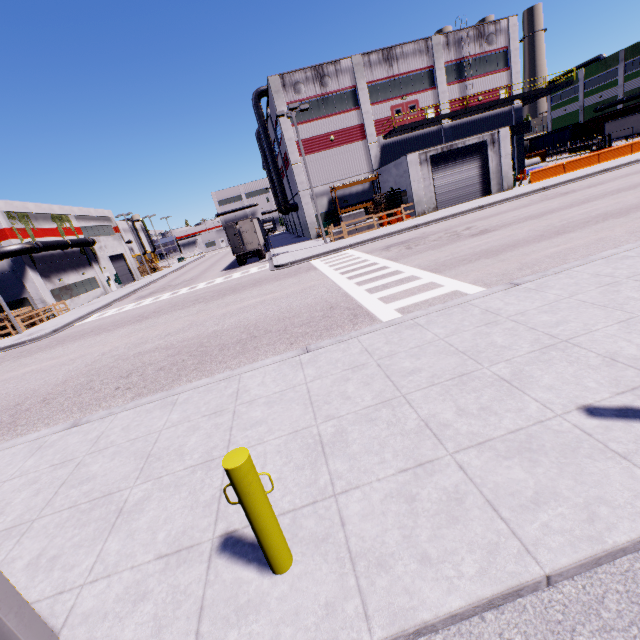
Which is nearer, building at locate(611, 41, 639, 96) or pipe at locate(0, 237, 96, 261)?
pipe at locate(0, 237, 96, 261)

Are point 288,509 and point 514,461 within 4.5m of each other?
yes

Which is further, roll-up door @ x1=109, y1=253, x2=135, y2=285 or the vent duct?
roll-up door @ x1=109, y1=253, x2=135, y2=285

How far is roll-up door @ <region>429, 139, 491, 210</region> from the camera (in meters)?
26.33

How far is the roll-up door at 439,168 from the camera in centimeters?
2633cm

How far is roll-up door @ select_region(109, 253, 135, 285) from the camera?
46.3m

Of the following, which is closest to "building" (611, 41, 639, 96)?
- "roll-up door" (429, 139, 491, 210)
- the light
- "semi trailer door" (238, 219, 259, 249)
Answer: "roll-up door" (429, 139, 491, 210)

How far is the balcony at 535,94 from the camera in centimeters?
2945cm
